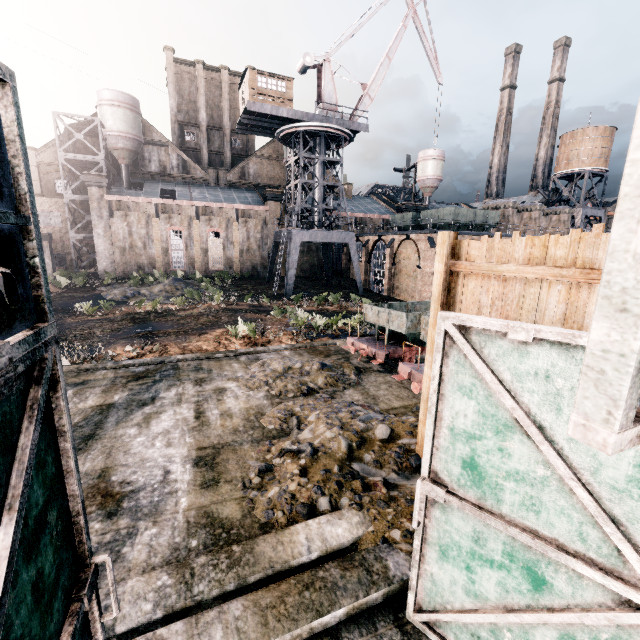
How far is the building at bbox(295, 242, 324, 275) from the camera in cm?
5031

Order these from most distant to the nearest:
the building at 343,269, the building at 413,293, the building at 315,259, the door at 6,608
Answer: the building at 343,269 < the building at 315,259 < the building at 413,293 < the door at 6,608

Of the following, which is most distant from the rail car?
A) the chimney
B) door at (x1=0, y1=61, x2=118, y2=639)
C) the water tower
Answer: the water tower

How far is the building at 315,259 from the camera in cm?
5031

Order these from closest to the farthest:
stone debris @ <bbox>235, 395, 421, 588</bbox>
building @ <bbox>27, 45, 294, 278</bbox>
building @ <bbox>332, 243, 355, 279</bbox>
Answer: stone debris @ <bbox>235, 395, 421, 588</bbox> → building @ <bbox>27, 45, 294, 278</bbox> → building @ <bbox>332, 243, 355, 279</bbox>

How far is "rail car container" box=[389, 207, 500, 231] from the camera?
37.2m

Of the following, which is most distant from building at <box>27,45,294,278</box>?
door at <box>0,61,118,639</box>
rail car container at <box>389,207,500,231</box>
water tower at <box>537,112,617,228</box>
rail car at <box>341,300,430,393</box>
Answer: door at <box>0,61,118,639</box>

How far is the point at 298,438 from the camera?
7.30m
